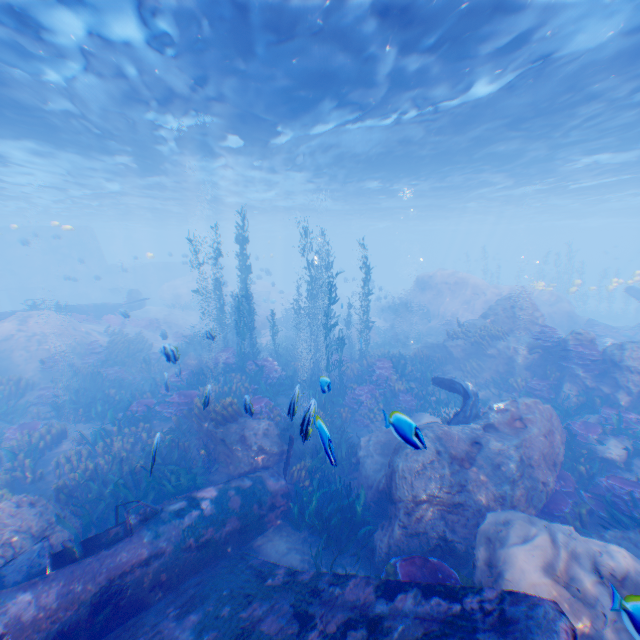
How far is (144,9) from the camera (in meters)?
8.30

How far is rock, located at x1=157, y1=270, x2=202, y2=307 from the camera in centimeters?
3619cm

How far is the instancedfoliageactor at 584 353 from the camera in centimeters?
1204cm

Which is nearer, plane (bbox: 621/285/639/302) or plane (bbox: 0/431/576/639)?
plane (bbox: 0/431/576/639)

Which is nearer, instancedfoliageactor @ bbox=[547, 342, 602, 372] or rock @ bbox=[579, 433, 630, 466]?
rock @ bbox=[579, 433, 630, 466]

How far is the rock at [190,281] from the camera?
36.2m

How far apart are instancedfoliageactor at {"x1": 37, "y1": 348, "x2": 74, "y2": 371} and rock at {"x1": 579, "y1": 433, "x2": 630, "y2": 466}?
21.5m
